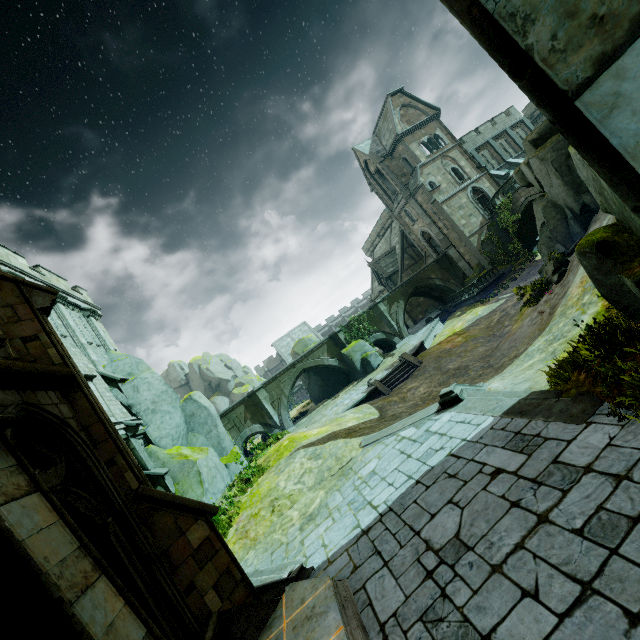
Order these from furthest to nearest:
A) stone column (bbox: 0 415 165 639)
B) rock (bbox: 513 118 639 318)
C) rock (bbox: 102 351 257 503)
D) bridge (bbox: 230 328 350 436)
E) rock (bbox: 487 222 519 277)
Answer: rock (bbox: 487 222 519 277) < bridge (bbox: 230 328 350 436) < rock (bbox: 102 351 257 503) < rock (bbox: 513 118 639 318) < stone column (bbox: 0 415 165 639)

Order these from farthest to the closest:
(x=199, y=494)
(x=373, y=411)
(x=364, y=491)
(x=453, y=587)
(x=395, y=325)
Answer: (x=395, y=325) → (x=373, y=411) → (x=199, y=494) → (x=364, y=491) → (x=453, y=587)

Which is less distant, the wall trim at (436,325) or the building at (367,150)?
the wall trim at (436,325)

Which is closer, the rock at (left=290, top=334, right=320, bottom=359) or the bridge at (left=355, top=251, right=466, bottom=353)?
the bridge at (left=355, top=251, right=466, bottom=353)

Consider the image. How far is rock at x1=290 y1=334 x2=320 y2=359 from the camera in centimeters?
3345cm

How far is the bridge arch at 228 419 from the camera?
27.9m

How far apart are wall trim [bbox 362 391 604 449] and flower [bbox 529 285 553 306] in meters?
9.3 m

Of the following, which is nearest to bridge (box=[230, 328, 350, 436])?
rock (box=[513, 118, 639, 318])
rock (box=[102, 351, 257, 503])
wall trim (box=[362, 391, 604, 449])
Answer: rock (box=[102, 351, 257, 503])
